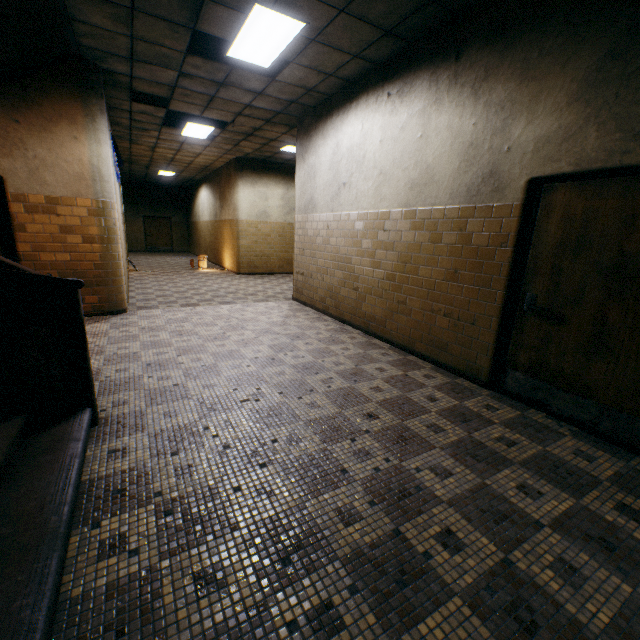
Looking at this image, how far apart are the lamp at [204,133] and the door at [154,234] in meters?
13.6 m

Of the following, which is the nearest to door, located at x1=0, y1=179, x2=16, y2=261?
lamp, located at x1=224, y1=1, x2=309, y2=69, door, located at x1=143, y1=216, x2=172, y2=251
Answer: lamp, located at x1=224, y1=1, x2=309, y2=69

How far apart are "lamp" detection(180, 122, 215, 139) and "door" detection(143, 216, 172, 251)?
13.6 meters

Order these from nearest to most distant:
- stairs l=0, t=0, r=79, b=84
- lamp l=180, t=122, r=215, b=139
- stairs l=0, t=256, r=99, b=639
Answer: stairs l=0, t=256, r=99, b=639, stairs l=0, t=0, r=79, b=84, lamp l=180, t=122, r=215, b=139

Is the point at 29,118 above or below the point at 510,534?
above

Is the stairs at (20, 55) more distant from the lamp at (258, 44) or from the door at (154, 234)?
the door at (154, 234)

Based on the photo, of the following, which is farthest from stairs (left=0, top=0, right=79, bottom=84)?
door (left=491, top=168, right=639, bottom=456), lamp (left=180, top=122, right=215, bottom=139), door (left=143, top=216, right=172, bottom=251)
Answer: door (left=143, top=216, right=172, bottom=251)

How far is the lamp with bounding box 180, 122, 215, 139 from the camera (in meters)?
7.75
